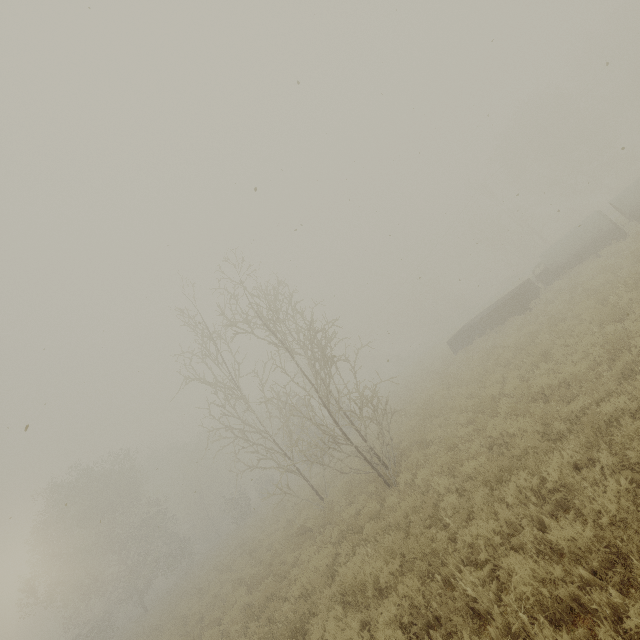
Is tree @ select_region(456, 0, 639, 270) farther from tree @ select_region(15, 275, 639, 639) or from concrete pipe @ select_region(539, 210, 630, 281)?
tree @ select_region(15, 275, 639, 639)

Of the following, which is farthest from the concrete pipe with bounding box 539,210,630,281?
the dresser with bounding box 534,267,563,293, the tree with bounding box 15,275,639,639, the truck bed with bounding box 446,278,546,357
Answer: the tree with bounding box 15,275,639,639

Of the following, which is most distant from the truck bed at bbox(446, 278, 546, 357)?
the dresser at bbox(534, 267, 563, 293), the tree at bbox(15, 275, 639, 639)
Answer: the tree at bbox(15, 275, 639, 639)

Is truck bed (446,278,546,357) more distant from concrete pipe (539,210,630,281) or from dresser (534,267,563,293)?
concrete pipe (539,210,630,281)

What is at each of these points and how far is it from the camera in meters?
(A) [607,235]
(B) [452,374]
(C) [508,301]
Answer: (A) concrete pipe, 17.2 m
(B) tree, 16.8 m
(C) truck bed, 18.6 m

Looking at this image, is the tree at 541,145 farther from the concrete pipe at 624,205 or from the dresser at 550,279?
the dresser at 550,279

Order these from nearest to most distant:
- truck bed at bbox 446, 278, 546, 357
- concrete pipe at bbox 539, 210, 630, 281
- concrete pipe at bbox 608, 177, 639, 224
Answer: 1. concrete pipe at bbox 608, 177, 639, 224
2. concrete pipe at bbox 539, 210, 630, 281
3. truck bed at bbox 446, 278, 546, 357

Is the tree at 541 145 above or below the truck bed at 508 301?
above
